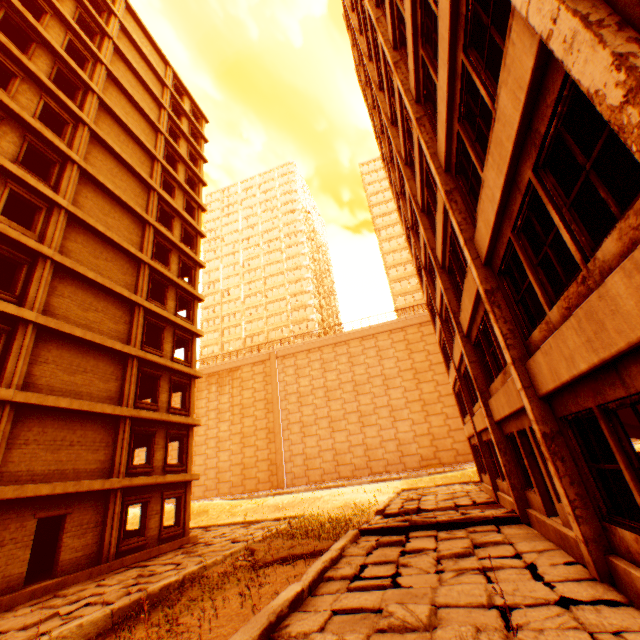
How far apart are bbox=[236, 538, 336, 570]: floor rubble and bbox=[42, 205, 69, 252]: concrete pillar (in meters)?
14.83

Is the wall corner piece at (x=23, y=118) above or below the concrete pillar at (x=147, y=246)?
above

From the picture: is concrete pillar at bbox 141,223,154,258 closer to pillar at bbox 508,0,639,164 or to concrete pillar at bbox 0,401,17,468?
concrete pillar at bbox 0,401,17,468

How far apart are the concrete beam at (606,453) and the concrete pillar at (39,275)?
17.26m

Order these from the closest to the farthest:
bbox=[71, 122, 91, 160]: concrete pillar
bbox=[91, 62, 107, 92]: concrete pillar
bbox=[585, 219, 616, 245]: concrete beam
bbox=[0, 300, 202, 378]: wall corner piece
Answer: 1. bbox=[585, 219, 616, 245]: concrete beam
2. bbox=[0, 300, 202, 378]: wall corner piece
3. bbox=[71, 122, 91, 160]: concrete pillar
4. bbox=[91, 62, 107, 92]: concrete pillar

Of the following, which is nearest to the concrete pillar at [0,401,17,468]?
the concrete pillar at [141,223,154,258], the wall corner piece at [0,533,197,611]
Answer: the wall corner piece at [0,533,197,611]

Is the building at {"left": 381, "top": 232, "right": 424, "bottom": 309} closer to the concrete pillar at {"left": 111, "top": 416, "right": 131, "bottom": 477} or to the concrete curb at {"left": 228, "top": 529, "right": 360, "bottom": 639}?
the concrete pillar at {"left": 111, "top": 416, "right": 131, "bottom": 477}

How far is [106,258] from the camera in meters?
17.0 m
